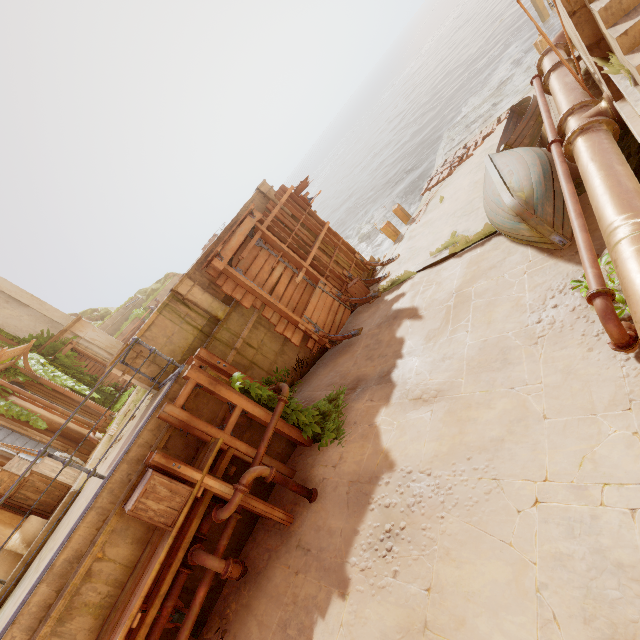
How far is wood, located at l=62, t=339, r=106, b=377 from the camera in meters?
16.3

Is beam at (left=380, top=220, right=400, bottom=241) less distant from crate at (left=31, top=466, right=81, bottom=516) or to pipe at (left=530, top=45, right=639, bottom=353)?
pipe at (left=530, top=45, right=639, bottom=353)

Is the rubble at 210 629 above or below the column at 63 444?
below

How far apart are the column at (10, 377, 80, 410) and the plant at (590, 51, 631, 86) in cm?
1804

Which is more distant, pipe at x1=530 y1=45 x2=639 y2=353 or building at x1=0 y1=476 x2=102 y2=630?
building at x1=0 y1=476 x2=102 y2=630

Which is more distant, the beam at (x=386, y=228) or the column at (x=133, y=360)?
the beam at (x=386, y=228)

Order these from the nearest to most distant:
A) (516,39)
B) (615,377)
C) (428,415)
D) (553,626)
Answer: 1. (553,626)
2. (615,377)
3. (428,415)
4. (516,39)

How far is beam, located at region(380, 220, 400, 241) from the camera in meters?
14.6
